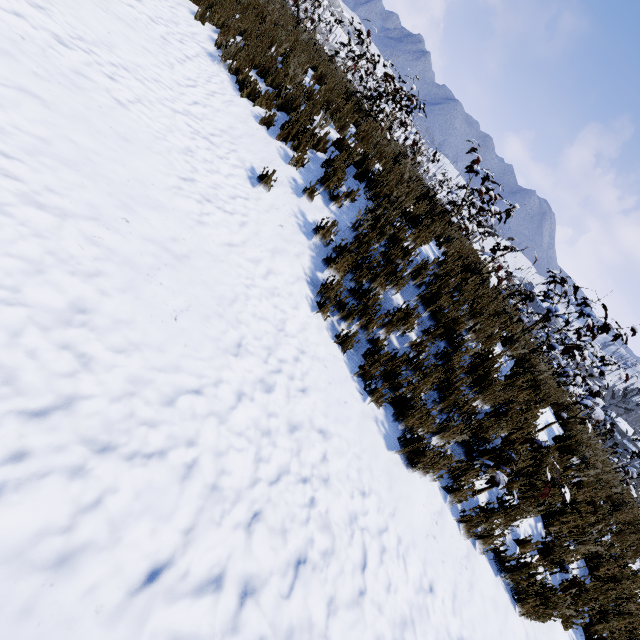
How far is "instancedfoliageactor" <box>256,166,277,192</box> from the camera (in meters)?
4.55

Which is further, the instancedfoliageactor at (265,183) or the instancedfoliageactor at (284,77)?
the instancedfoliageactor at (265,183)

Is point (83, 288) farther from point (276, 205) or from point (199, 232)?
point (276, 205)

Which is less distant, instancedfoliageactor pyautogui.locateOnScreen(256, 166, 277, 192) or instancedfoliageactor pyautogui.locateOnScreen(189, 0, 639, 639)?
instancedfoliageactor pyautogui.locateOnScreen(189, 0, 639, 639)

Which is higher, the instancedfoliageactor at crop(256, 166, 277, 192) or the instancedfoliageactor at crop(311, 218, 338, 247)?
the instancedfoliageactor at crop(311, 218, 338, 247)
